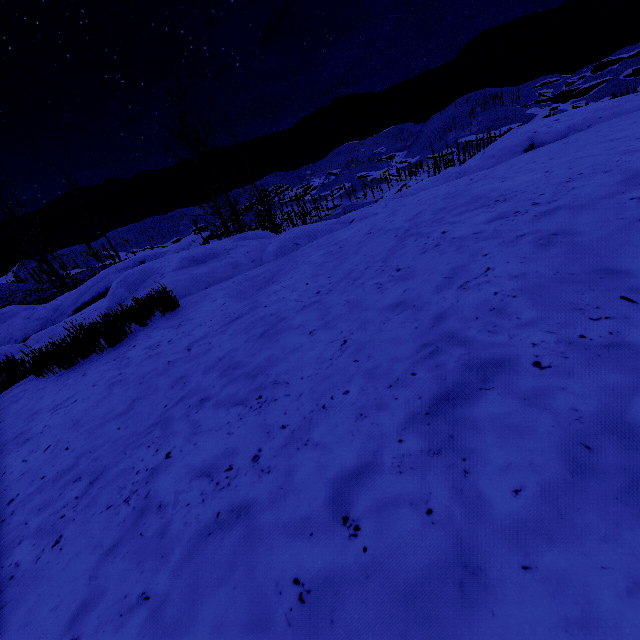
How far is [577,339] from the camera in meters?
1.4 m
